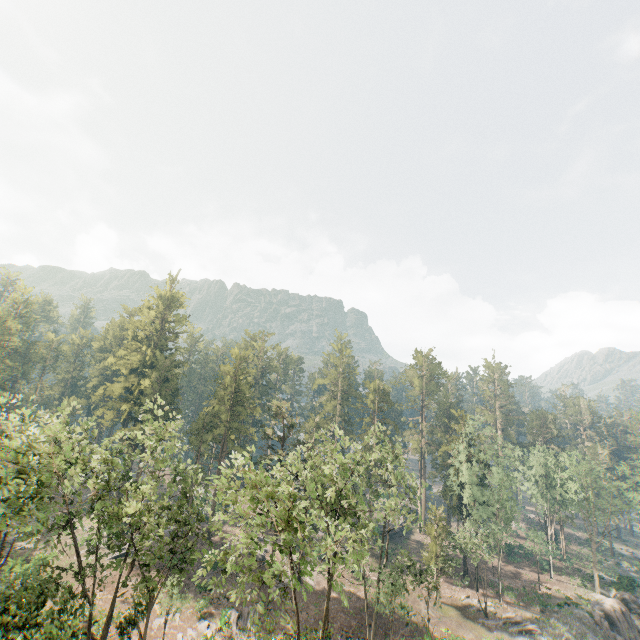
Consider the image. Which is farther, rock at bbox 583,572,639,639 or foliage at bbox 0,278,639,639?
rock at bbox 583,572,639,639

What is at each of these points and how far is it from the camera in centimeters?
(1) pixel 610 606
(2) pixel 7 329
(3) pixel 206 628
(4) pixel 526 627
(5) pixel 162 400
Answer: (1) rock, 4072cm
(2) foliage, 5966cm
(3) foliage, 3011cm
(4) foliage, 3509cm
(5) foliage, 2812cm

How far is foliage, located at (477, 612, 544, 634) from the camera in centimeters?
3489cm

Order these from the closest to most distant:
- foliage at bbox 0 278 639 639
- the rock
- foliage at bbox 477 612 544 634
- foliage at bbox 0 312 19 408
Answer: foliage at bbox 0 278 639 639 < foliage at bbox 0 312 19 408 < foliage at bbox 477 612 544 634 < the rock

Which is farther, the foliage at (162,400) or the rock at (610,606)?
the rock at (610,606)

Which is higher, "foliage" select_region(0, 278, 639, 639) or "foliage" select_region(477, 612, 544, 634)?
"foliage" select_region(0, 278, 639, 639)

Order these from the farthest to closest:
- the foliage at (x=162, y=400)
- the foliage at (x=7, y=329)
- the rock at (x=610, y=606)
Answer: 1. the rock at (x=610, y=606)
2. the foliage at (x=7, y=329)
3. the foliage at (x=162, y=400)

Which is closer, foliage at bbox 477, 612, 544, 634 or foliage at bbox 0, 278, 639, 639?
foliage at bbox 0, 278, 639, 639
